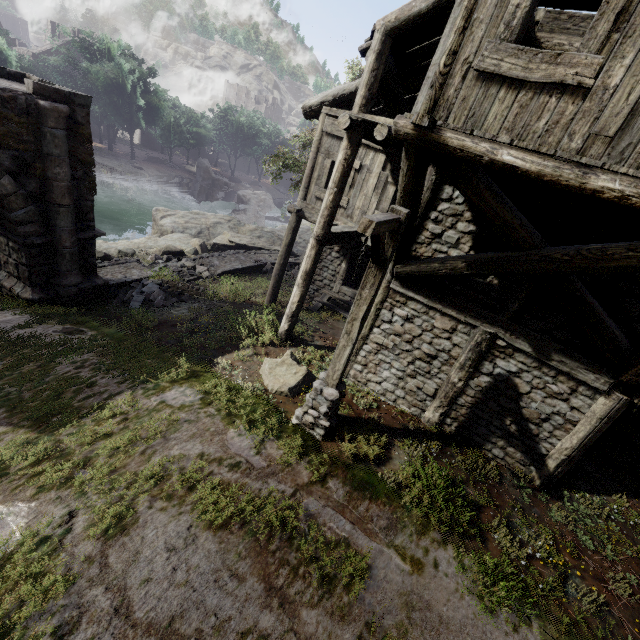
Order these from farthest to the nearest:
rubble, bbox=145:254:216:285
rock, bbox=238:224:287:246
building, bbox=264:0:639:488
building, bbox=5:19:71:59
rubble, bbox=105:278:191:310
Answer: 1. building, bbox=5:19:71:59
2. rock, bbox=238:224:287:246
3. rubble, bbox=145:254:216:285
4. rubble, bbox=105:278:191:310
5. building, bbox=264:0:639:488

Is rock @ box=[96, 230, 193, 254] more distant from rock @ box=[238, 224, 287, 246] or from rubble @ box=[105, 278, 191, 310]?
rubble @ box=[105, 278, 191, 310]

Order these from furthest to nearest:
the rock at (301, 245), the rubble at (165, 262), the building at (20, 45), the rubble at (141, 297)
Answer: the building at (20, 45), the rock at (301, 245), the rubble at (165, 262), the rubble at (141, 297)

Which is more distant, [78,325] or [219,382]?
[78,325]

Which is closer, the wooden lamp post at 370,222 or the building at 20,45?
the wooden lamp post at 370,222

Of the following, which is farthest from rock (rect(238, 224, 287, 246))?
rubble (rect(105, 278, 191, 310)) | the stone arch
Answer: rubble (rect(105, 278, 191, 310))

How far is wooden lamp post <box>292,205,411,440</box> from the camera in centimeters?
430cm

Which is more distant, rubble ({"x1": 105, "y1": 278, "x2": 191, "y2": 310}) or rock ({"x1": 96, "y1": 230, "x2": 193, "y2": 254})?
rock ({"x1": 96, "y1": 230, "x2": 193, "y2": 254})
